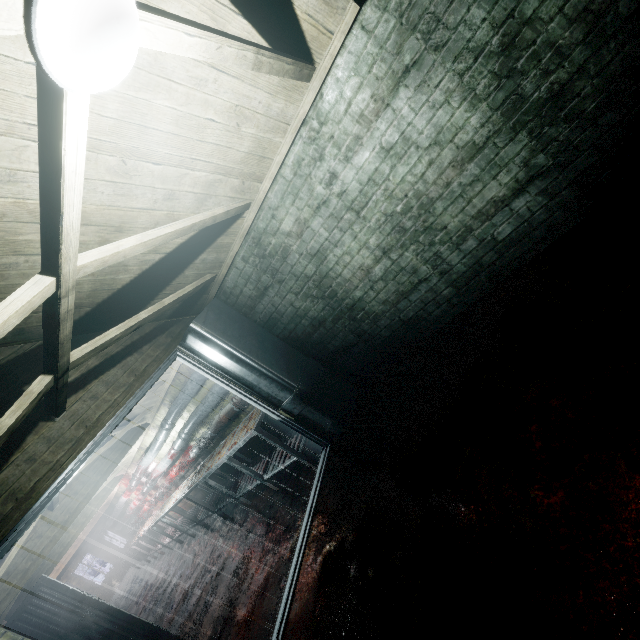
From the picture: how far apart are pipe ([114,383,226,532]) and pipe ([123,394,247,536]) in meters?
0.1 m

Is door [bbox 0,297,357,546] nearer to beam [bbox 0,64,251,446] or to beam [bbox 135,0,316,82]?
beam [bbox 0,64,251,446]

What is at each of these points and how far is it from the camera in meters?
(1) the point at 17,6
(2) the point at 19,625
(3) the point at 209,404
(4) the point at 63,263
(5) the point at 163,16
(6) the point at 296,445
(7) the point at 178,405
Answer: (1) beam, 0.7
(2) door, 4.0
(3) pipe, 4.6
(4) beam, 1.4
(5) beam, 1.1
(6) table, 3.8
(7) pipe, 4.8

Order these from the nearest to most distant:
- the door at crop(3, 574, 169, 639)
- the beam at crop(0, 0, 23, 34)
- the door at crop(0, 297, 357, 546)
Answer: the beam at crop(0, 0, 23, 34), the door at crop(0, 297, 357, 546), the door at crop(3, 574, 169, 639)

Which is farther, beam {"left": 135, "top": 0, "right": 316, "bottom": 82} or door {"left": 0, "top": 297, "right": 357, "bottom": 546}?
door {"left": 0, "top": 297, "right": 357, "bottom": 546}

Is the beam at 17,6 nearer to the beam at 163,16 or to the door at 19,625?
the beam at 163,16

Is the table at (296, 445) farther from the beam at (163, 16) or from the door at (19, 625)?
the beam at (163, 16)

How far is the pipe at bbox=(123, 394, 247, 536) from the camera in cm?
451
